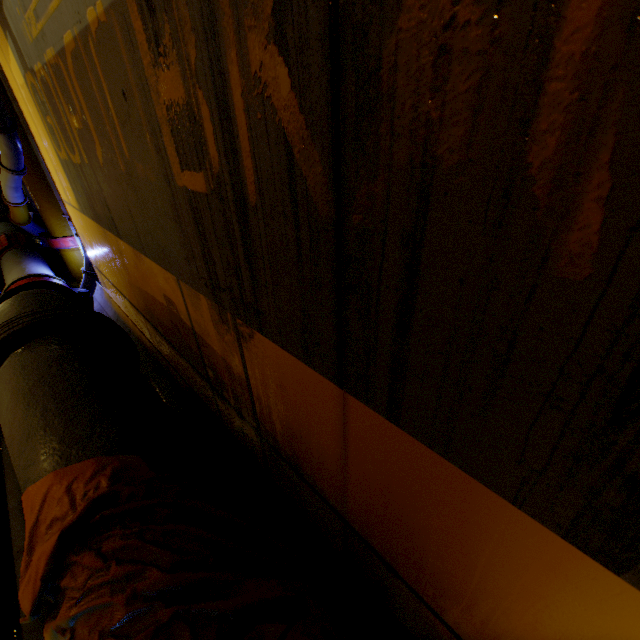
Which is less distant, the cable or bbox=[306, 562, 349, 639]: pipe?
bbox=[306, 562, 349, 639]: pipe

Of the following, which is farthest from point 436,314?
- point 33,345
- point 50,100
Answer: point 50,100

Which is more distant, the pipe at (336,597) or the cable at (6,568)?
the cable at (6,568)

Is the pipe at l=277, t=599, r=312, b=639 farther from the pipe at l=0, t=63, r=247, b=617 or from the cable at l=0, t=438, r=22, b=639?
the cable at l=0, t=438, r=22, b=639

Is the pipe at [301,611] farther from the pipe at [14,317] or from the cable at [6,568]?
the cable at [6,568]

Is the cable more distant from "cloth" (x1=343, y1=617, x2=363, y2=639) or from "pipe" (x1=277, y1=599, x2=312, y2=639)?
"pipe" (x1=277, y1=599, x2=312, y2=639)
